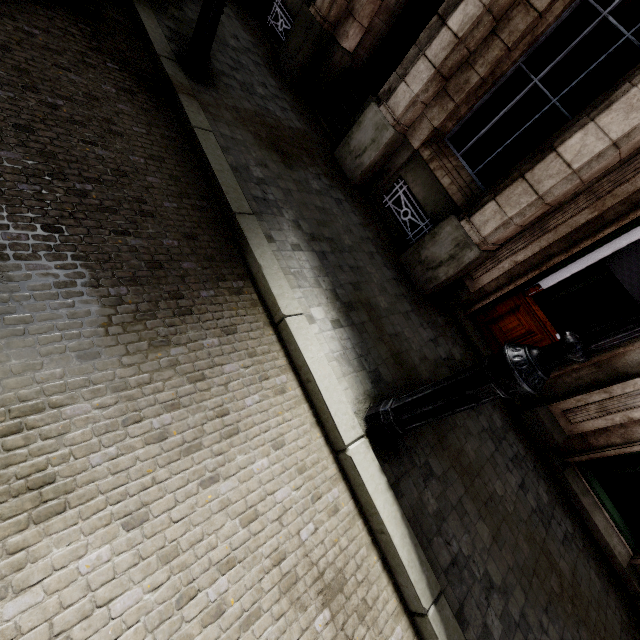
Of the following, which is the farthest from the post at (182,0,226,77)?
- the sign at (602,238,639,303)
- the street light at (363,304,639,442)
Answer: the sign at (602,238,639,303)

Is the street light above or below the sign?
below

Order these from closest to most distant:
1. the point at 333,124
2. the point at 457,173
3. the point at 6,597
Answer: the point at 6,597, the point at 457,173, the point at 333,124

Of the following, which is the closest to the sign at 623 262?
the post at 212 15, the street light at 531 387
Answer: the street light at 531 387

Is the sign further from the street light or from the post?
the post
